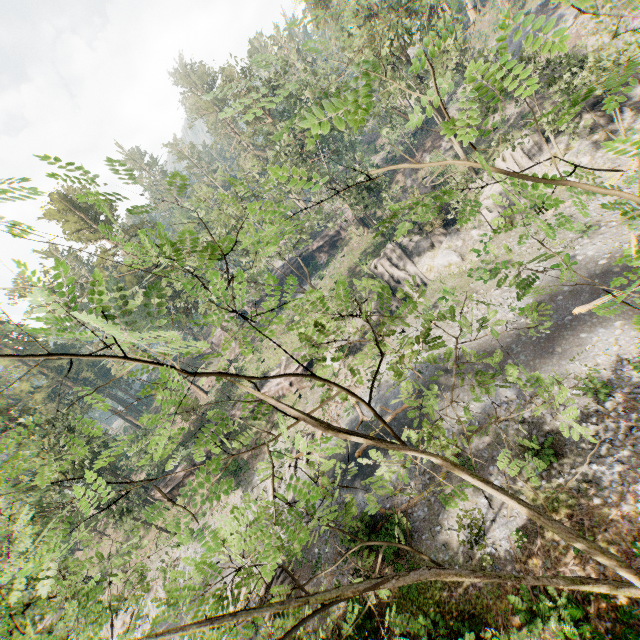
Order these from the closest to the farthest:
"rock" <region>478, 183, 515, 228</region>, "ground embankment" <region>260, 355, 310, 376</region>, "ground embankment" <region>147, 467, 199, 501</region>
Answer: "rock" <region>478, 183, 515, 228</region> < "ground embankment" <region>260, 355, 310, 376</region> < "ground embankment" <region>147, 467, 199, 501</region>

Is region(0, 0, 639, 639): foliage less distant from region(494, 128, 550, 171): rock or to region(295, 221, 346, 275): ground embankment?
region(494, 128, 550, 171): rock

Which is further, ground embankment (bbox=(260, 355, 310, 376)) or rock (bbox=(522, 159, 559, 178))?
ground embankment (bbox=(260, 355, 310, 376))

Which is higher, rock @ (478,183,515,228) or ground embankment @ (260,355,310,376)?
ground embankment @ (260,355,310,376)

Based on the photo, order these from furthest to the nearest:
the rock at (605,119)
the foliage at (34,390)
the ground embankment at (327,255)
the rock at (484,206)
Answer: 1. the ground embankment at (327,255)
2. the rock at (484,206)
3. the rock at (605,119)
4. the foliage at (34,390)

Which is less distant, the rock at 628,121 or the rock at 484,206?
the rock at 628,121

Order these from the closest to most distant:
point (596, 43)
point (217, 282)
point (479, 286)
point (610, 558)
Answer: point (610, 558) → point (596, 43) → point (479, 286) → point (217, 282)

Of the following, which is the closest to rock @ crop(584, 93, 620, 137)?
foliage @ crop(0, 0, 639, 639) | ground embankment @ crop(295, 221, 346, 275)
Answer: foliage @ crop(0, 0, 639, 639)
